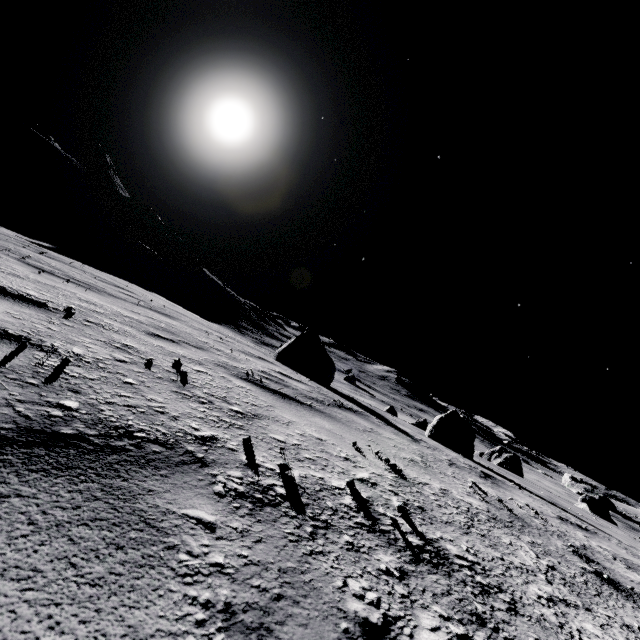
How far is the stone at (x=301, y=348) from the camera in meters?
8.5

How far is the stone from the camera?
8.5 meters

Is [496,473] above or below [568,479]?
below
